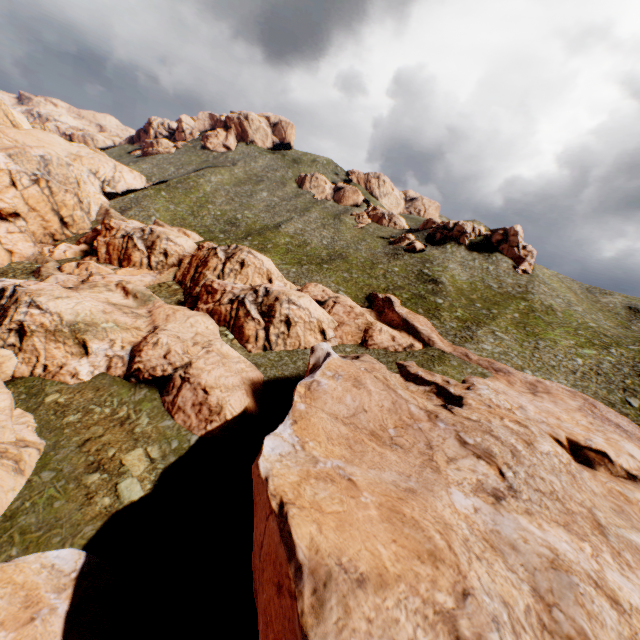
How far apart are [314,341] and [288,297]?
6.54m

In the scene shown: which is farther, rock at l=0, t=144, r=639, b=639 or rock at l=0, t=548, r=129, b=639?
rock at l=0, t=548, r=129, b=639

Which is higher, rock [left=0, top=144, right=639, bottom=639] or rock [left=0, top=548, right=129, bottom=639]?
rock [left=0, top=144, right=639, bottom=639]

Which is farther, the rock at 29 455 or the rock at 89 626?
the rock at 89 626

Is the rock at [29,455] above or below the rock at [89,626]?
above
